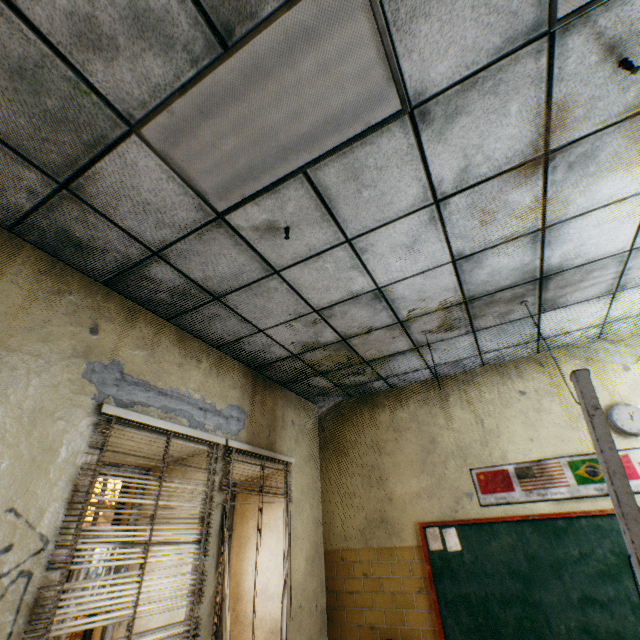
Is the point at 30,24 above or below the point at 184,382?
above

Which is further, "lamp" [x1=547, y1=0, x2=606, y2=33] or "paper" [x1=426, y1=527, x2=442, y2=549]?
"paper" [x1=426, y1=527, x2=442, y2=549]

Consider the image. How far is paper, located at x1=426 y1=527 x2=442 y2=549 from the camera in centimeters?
377cm

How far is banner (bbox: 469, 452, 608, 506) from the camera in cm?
340

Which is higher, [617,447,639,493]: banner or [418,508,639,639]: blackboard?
[617,447,639,493]: banner

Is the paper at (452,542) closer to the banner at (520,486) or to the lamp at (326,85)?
the banner at (520,486)

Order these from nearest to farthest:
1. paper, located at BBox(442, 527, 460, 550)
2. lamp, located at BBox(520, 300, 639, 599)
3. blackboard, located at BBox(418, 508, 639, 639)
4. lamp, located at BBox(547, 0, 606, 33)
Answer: lamp, located at BBox(547, 0, 606, 33) → lamp, located at BBox(520, 300, 639, 599) → blackboard, located at BBox(418, 508, 639, 639) → paper, located at BBox(442, 527, 460, 550)

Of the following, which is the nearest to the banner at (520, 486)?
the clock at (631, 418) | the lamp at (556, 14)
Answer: the clock at (631, 418)
